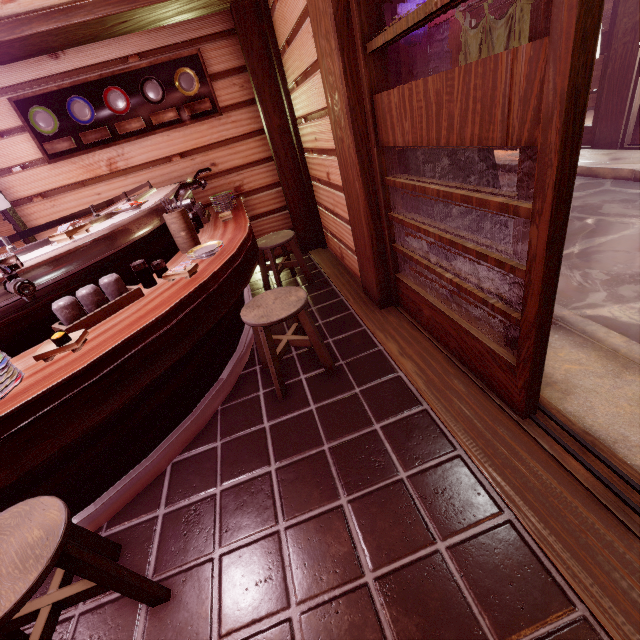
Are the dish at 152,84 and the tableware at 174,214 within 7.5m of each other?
yes

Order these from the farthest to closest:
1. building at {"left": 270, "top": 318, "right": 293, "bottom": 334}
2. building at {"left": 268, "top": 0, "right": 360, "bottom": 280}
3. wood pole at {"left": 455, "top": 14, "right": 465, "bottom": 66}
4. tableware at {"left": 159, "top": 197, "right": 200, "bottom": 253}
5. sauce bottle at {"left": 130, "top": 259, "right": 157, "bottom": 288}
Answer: wood pole at {"left": 455, "top": 14, "right": 465, "bottom": 66}, building at {"left": 270, "top": 318, "right": 293, "bottom": 334}, building at {"left": 268, "top": 0, "right": 360, "bottom": 280}, tableware at {"left": 159, "top": 197, "right": 200, "bottom": 253}, sauce bottle at {"left": 130, "top": 259, "right": 157, "bottom": 288}

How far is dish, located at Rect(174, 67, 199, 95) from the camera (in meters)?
6.57

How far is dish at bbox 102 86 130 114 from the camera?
6.43m

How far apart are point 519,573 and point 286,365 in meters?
3.4

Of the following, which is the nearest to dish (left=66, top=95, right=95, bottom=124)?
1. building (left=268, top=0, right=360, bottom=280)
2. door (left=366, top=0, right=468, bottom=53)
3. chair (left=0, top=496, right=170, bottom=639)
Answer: building (left=268, top=0, right=360, bottom=280)

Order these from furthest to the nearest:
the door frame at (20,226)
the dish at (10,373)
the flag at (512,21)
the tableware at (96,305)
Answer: the flag at (512,21) < the door frame at (20,226) < the tableware at (96,305) < the dish at (10,373)

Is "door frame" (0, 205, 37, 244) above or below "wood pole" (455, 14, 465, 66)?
below
